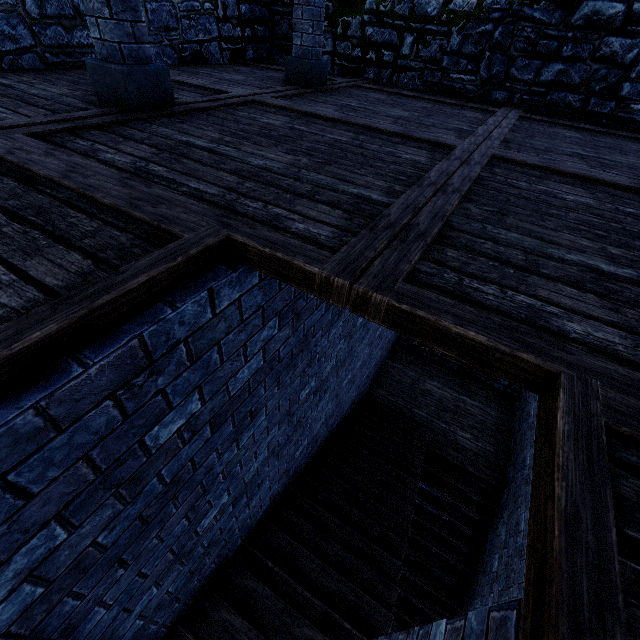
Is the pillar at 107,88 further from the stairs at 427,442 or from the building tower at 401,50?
the stairs at 427,442

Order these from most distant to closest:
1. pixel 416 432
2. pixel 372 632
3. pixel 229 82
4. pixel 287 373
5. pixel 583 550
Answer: pixel 416 432 → pixel 229 82 → pixel 372 632 → pixel 287 373 → pixel 583 550

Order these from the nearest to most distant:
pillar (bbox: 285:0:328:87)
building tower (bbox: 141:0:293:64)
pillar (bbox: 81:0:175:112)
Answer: pillar (bbox: 81:0:175:112) → pillar (bbox: 285:0:328:87) → building tower (bbox: 141:0:293:64)

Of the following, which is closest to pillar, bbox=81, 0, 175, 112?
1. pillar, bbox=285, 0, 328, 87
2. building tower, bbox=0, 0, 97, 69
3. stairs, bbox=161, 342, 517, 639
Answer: pillar, bbox=285, 0, 328, 87

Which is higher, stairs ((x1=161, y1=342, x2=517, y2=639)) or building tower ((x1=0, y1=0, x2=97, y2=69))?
building tower ((x1=0, y1=0, x2=97, y2=69))

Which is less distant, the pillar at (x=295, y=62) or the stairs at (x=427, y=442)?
the stairs at (x=427, y=442)

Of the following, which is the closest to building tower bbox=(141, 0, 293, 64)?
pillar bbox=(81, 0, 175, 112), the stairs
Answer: the stairs

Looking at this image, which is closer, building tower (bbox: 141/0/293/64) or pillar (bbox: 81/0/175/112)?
pillar (bbox: 81/0/175/112)
